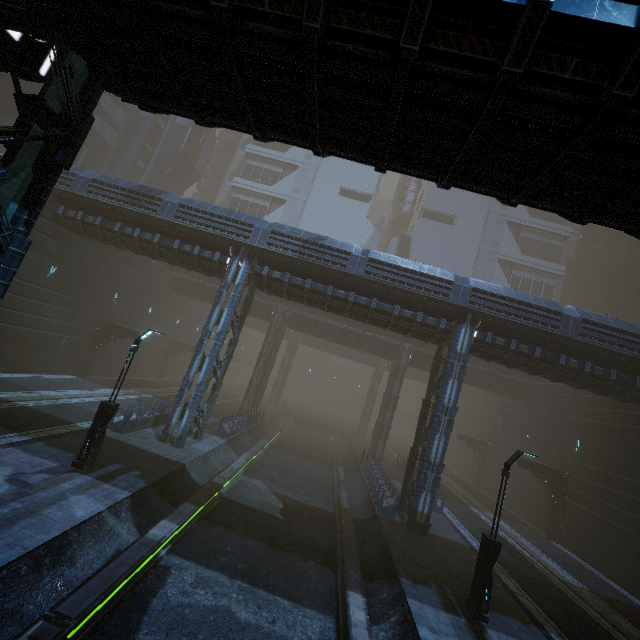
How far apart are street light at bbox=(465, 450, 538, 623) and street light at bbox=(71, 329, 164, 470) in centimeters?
1435cm

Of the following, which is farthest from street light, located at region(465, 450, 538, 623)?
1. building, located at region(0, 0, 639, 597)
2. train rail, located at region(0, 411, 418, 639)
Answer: building, located at region(0, 0, 639, 597)

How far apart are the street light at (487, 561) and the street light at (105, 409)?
14.35m

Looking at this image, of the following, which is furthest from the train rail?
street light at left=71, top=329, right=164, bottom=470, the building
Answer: street light at left=71, top=329, right=164, bottom=470

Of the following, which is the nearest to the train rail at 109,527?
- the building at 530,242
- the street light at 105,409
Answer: the building at 530,242

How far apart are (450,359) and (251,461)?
14.8 meters

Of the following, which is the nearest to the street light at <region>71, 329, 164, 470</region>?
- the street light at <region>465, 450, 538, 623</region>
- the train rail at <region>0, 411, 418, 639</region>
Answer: the train rail at <region>0, 411, 418, 639</region>
